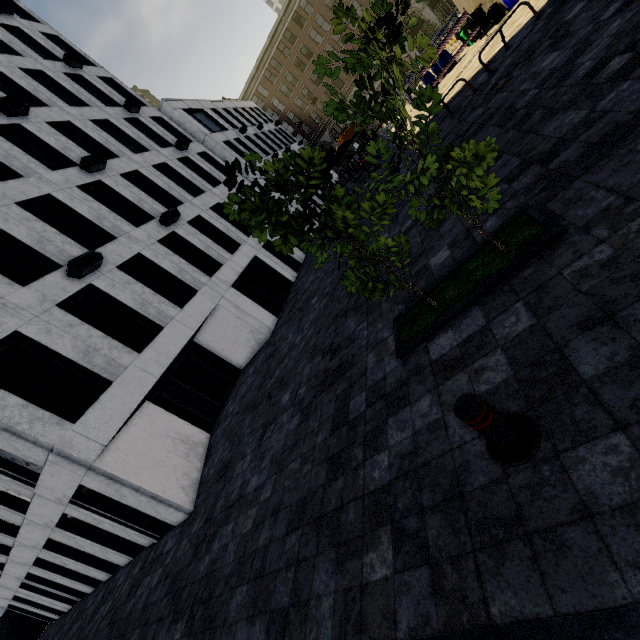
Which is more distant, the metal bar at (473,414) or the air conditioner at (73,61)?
the air conditioner at (73,61)

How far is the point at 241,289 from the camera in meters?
17.6

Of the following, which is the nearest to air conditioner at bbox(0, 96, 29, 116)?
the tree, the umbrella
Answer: the umbrella

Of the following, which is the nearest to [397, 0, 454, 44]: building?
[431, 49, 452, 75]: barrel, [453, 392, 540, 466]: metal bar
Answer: [431, 49, 452, 75]: barrel

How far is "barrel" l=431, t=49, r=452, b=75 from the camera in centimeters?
1757cm

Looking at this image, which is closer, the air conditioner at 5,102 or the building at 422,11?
the air conditioner at 5,102

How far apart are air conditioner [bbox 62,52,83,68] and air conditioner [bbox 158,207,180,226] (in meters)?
13.50

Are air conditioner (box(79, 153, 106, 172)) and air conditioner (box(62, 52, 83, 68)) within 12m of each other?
yes
